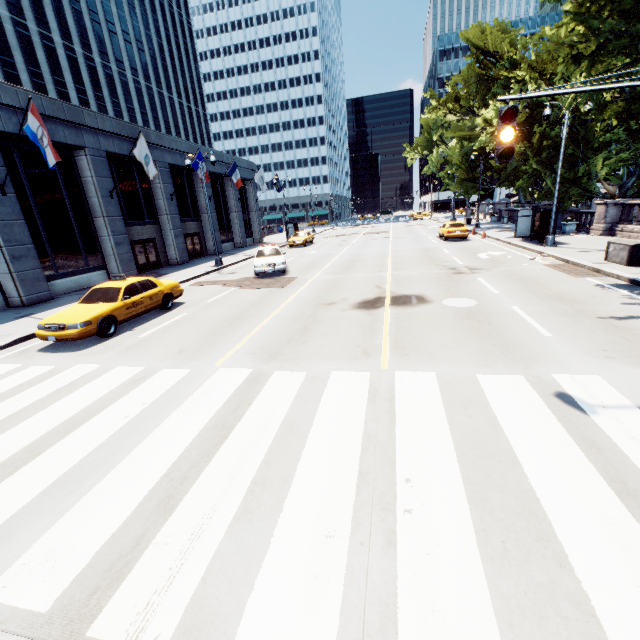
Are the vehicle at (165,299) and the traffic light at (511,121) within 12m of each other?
yes

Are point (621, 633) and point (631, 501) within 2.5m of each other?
yes

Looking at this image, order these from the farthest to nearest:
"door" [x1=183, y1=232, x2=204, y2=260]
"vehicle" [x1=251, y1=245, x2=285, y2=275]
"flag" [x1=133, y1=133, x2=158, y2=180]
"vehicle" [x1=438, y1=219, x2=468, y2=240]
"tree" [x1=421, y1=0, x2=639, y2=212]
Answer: "door" [x1=183, y1=232, x2=204, y2=260] < "vehicle" [x1=438, y1=219, x2=468, y2=240] < "flag" [x1=133, y1=133, x2=158, y2=180] < "vehicle" [x1=251, y1=245, x2=285, y2=275] < "tree" [x1=421, y1=0, x2=639, y2=212]

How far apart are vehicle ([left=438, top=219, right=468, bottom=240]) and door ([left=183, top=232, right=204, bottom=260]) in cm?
2208

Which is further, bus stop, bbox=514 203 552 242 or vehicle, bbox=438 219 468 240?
vehicle, bbox=438 219 468 240

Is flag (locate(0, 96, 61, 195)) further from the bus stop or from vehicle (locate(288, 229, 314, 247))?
the bus stop

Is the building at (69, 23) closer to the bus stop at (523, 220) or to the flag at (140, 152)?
the flag at (140, 152)

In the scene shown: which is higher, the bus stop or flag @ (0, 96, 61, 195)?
flag @ (0, 96, 61, 195)
